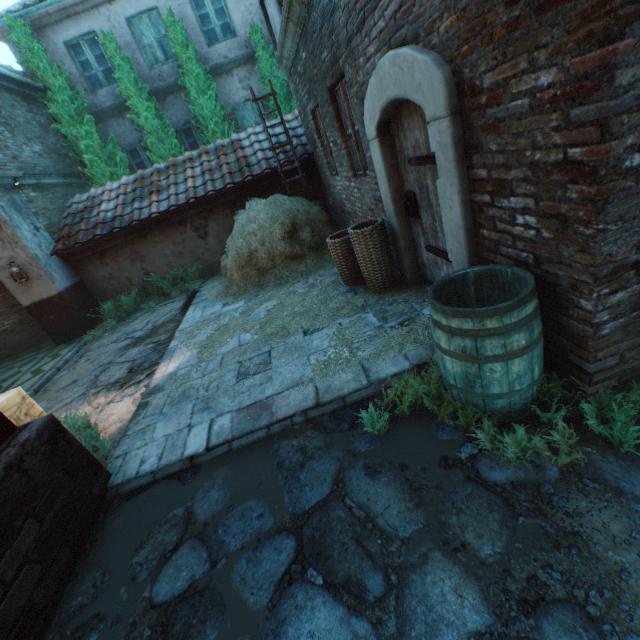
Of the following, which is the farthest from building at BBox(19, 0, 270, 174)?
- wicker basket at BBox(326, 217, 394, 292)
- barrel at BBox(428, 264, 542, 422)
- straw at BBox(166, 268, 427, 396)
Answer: barrel at BBox(428, 264, 542, 422)

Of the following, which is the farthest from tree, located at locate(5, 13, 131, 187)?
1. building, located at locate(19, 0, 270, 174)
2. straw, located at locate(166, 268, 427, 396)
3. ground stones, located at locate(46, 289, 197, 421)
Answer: straw, located at locate(166, 268, 427, 396)

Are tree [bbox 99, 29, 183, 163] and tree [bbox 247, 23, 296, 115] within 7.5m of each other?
yes

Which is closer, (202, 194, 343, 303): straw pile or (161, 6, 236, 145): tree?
(202, 194, 343, 303): straw pile

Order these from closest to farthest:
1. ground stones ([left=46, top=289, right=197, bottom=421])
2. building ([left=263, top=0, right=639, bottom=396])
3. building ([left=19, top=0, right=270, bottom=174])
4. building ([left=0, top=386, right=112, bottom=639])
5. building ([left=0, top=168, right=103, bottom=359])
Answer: building ([left=263, top=0, right=639, bottom=396]) → building ([left=0, top=386, right=112, bottom=639]) → ground stones ([left=46, top=289, right=197, bottom=421]) → building ([left=0, top=168, right=103, bottom=359]) → building ([left=19, top=0, right=270, bottom=174])

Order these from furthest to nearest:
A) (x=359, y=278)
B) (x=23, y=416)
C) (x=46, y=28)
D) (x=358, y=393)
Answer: (x=46, y=28), (x=359, y=278), (x=23, y=416), (x=358, y=393)

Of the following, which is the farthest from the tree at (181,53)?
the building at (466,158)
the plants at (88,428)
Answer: the plants at (88,428)

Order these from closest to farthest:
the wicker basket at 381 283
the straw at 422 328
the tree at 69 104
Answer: the straw at 422 328, the wicker basket at 381 283, the tree at 69 104
